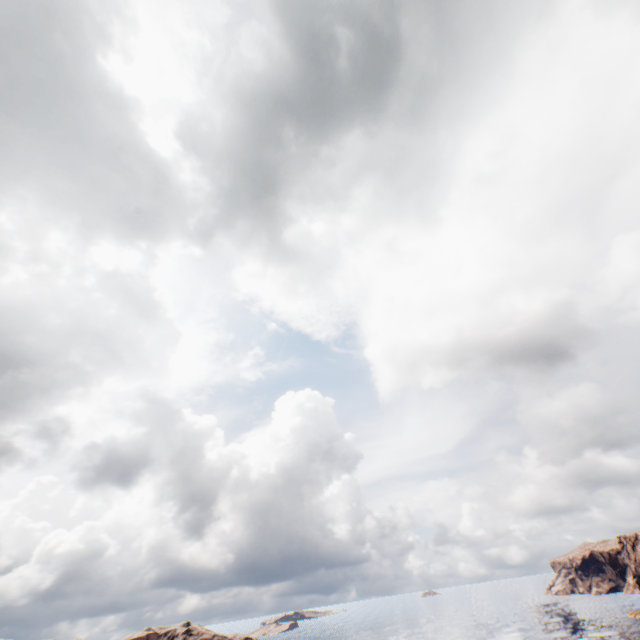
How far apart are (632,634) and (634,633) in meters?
0.9 m
